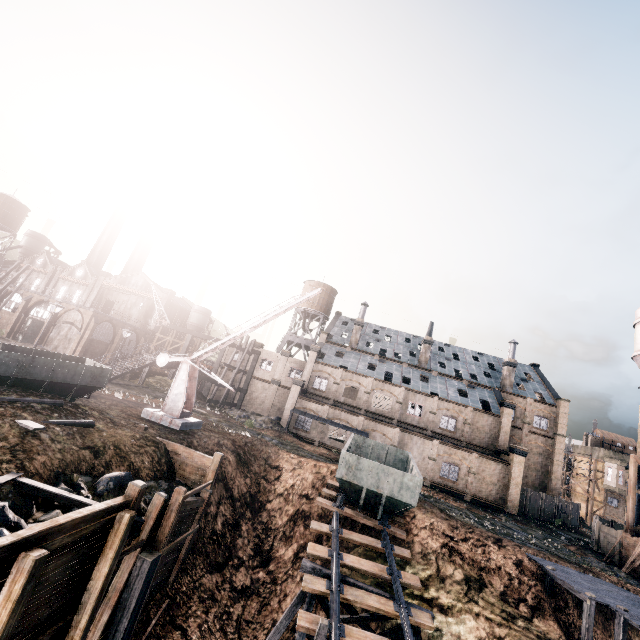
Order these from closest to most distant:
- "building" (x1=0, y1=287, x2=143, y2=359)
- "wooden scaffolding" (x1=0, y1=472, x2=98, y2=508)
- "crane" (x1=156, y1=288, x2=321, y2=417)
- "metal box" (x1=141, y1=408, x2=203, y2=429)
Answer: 1. "wooden scaffolding" (x1=0, y1=472, x2=98, y2=508)
2. "metal box" (x1=141, y1=408, x2=203, y2=429)
3. "crane" (x1=156, y1=288, x2=321, y2=417)
4. "building" (x1=0, y1=287, x2=143, y2=359)

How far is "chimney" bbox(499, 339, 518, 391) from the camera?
47.75m

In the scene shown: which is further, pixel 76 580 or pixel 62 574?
pixel 76 580

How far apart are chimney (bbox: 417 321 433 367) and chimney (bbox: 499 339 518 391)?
10.8 meters

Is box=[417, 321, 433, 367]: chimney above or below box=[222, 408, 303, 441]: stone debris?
above

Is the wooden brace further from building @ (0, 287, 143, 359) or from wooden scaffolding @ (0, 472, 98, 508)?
building @ (0, 287, 143, 359)

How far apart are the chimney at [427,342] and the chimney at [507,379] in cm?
1078

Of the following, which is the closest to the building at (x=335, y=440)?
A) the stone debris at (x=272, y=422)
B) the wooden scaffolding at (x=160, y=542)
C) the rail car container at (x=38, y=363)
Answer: the stone debris at (x=272, y=422)
